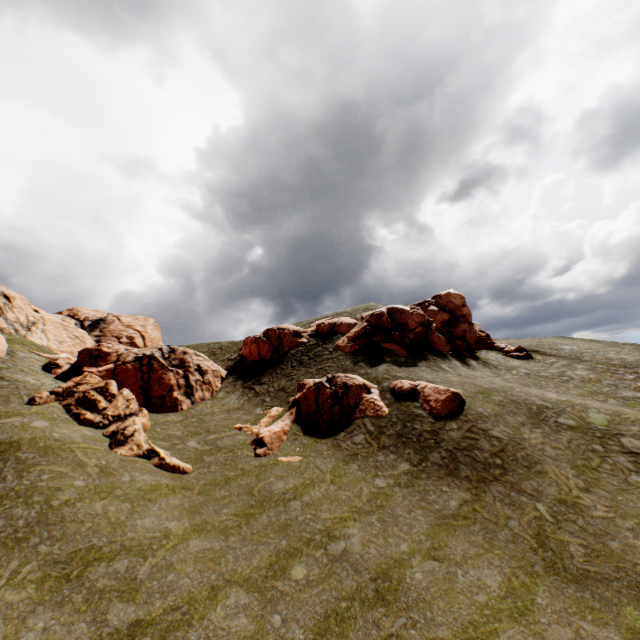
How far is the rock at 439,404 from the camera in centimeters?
2138cm

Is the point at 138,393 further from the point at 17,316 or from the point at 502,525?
the point at 17,316

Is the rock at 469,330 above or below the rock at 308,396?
above

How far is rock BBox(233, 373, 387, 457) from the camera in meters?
21.8 m

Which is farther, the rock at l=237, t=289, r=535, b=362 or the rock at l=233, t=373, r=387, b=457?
the rock at l=237, t=289, r=535, b=362

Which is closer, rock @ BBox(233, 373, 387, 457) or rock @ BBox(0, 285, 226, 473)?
rock @ BBox(0, 285, 226, 473)
